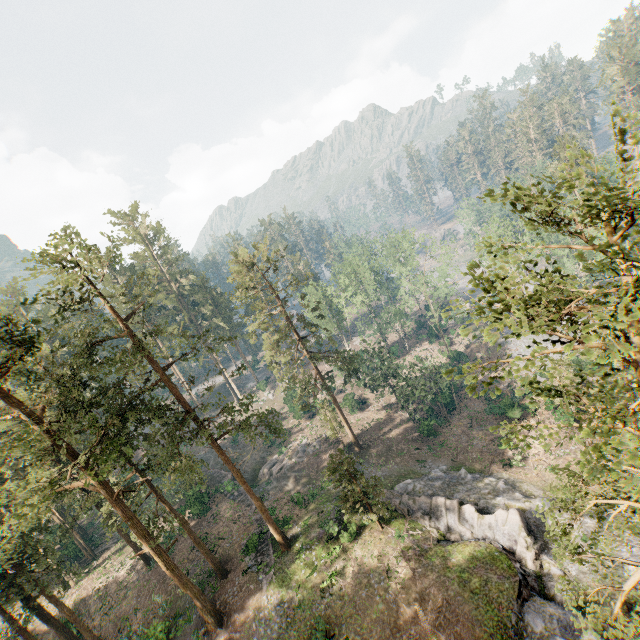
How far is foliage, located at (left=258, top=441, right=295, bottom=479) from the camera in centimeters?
4165cm

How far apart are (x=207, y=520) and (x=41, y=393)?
25.9 meters

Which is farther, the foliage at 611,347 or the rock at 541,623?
the rock at 541,623

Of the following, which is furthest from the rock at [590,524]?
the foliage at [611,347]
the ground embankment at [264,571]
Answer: the ground embankment at [264,571]

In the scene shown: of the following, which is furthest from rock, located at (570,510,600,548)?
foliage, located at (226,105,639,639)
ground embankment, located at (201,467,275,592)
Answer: ground embankment, located at (201,467,275,592)

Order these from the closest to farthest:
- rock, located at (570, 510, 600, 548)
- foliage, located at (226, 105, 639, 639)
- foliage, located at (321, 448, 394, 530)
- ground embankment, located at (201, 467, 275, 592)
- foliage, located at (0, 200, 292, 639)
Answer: foliage, located at (226, 105, 639, 639)
foliage, located at (0, 200, 292, 639)
rock, located at (570, 510, 600, 548)
foliage, located at (321, 448, 394, 530)
ground embankment, located at (201, 467, 275, 592)

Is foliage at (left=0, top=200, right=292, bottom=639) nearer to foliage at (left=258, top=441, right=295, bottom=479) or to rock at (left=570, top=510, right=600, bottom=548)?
rock at (left=570, top=510, right=600, bottom=548)

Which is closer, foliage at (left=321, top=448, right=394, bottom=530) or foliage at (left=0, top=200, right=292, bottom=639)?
foliage at (left=0, top=200, right=292, bottom=639)
